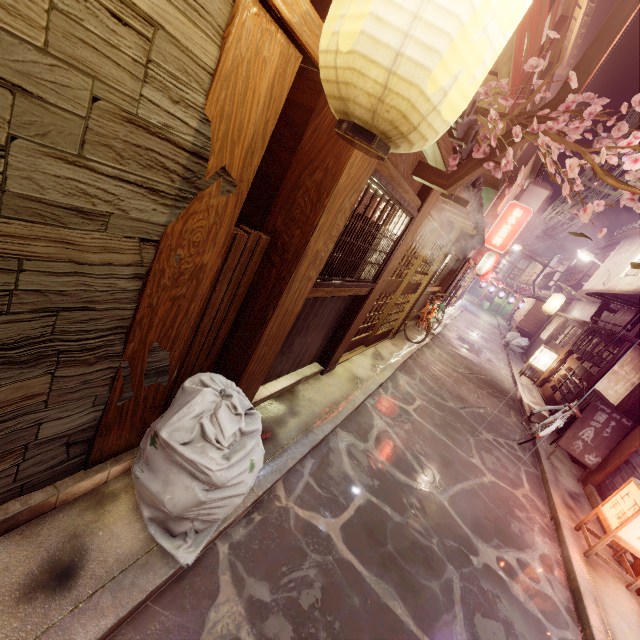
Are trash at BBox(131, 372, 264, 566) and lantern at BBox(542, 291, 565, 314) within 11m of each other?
no

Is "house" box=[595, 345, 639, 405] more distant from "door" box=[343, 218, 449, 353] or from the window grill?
the window grill

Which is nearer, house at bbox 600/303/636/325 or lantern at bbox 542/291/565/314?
house at bbox 600/303/636/325

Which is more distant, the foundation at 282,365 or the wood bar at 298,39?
the foundation at 282,365

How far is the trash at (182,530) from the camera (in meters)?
3.42

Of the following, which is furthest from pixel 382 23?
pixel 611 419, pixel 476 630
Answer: pixel 611 419

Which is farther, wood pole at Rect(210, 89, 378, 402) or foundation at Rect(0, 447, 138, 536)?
wood pole at Rect(210, 89, 378, 402)

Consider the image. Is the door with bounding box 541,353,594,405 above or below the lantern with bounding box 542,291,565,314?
below
